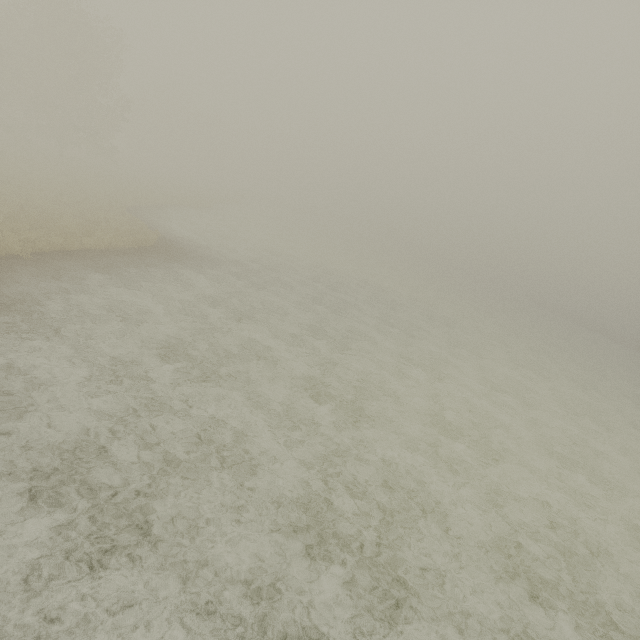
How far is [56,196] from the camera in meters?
20.6
